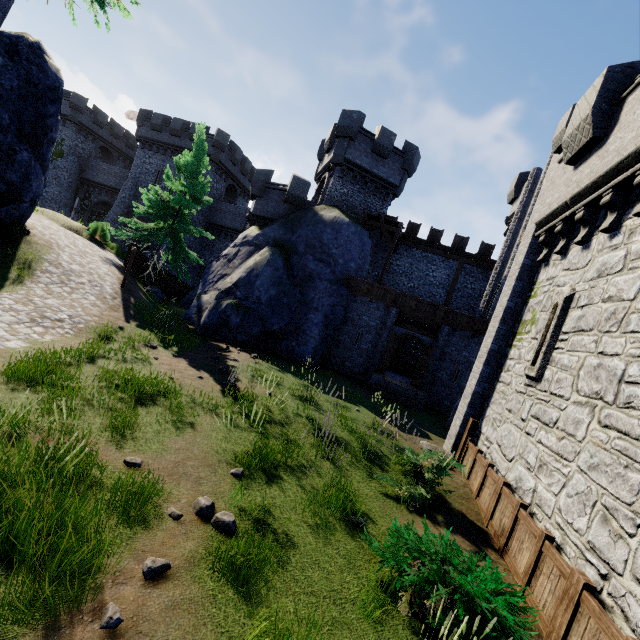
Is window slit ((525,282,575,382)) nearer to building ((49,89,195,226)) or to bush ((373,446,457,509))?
bush ((373,446,457,509))

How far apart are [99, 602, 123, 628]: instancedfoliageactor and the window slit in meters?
8.6 m

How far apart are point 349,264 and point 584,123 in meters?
13.1 m

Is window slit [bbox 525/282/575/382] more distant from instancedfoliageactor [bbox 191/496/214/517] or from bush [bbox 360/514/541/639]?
instancedfoliageactor [bbox 191/496/214/517]

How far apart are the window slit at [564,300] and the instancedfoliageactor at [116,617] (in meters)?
8.63

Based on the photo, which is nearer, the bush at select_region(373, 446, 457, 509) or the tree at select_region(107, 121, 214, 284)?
the bush at select_region(373, 446, 457, 509)

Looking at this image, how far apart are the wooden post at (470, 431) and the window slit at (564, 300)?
2.6 meters

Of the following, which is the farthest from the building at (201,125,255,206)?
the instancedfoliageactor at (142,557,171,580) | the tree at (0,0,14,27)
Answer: the instancedfoliageactor at (142,557,171,580)
